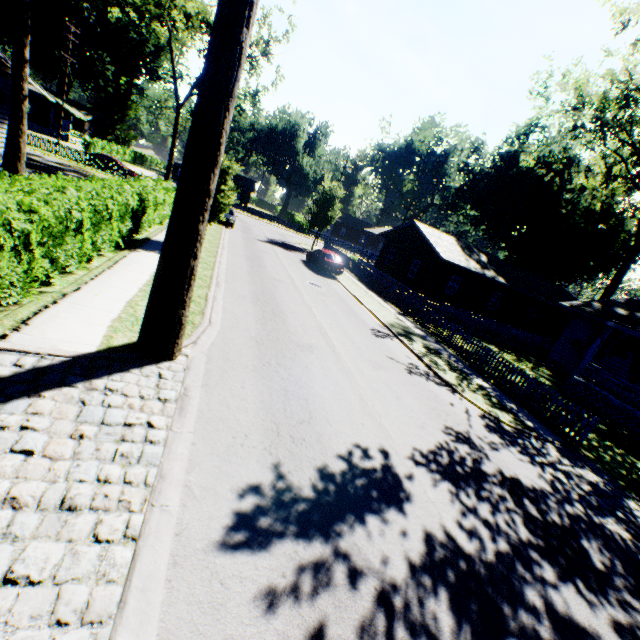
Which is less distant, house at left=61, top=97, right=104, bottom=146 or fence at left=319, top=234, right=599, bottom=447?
fence at left=319, top=234, right=599, bottom=447

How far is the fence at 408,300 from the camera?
11.4 meters

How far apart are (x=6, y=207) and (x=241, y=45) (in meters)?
5.36

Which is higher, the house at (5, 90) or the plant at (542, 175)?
the plant at (542, 175)

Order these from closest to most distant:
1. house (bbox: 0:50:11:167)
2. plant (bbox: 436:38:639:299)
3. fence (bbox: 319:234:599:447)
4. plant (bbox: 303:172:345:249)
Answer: fence (bbox: 319:234:599:447) < house (bbox: 0:50:11:167) < plant (bbox: 436:38:639:299) < plant (bbox: 303:172:345:249)

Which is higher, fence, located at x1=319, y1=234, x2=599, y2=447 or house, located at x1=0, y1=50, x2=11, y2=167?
house, located at x1=0, y1=50, x2=11, y2=167

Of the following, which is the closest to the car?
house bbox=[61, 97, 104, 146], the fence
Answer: the fence

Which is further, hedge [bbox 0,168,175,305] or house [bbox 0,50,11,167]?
house [bbox 0,50,11,167]
